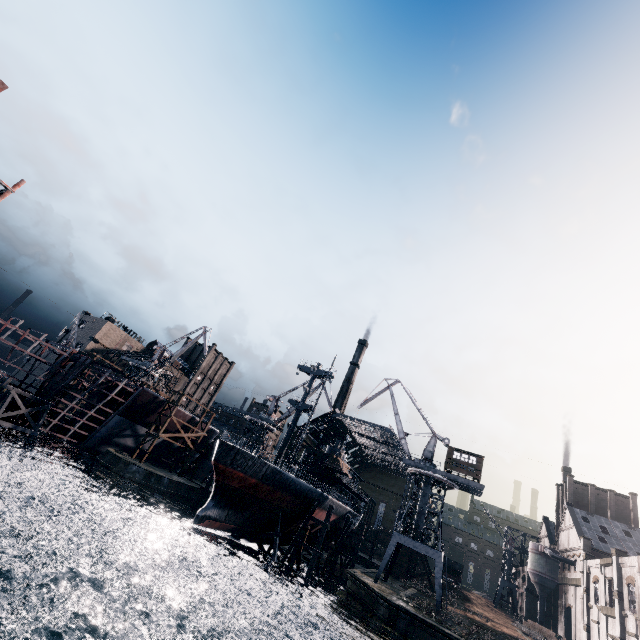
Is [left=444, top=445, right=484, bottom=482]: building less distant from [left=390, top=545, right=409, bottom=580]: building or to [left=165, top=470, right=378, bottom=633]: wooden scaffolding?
[left=165, top=470, right=378, bottom=633]: wooden scaffolding

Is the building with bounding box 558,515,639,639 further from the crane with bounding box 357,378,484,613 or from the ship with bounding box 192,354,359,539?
the ship with bounding box 192,354,359,539

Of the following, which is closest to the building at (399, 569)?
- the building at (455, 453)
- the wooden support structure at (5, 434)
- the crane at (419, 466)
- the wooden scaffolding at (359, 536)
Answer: the wooden support structure at (5, 434)

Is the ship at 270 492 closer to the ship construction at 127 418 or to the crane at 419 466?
the crane at 419 466

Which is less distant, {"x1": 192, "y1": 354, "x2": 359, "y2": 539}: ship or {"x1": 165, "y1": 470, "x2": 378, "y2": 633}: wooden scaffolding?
{"x1": 192, "y1": 354, "x2": 359, "y2": 539}: ship

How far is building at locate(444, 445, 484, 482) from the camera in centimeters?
4269cm

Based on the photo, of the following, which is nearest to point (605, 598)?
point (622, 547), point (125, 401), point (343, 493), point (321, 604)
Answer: point (622, 547)

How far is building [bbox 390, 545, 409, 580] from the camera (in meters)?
55.47
